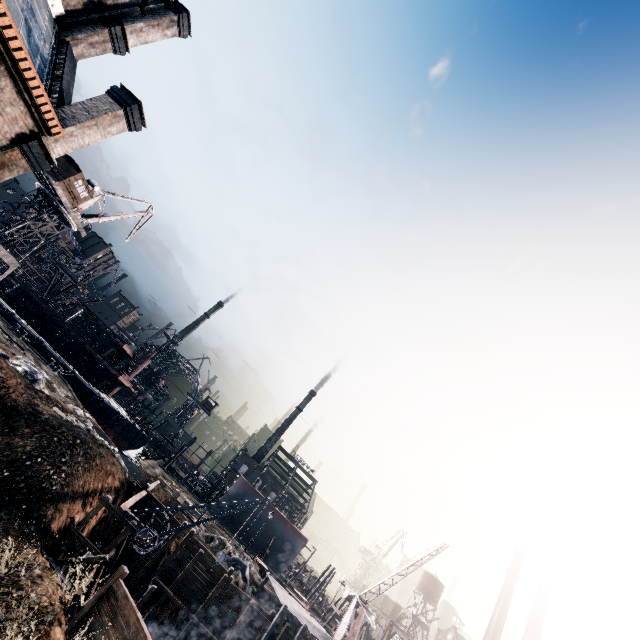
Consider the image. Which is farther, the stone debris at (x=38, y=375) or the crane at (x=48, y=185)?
the crane at (x=48, y=185)

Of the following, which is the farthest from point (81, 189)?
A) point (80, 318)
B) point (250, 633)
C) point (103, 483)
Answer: point (250, 633)

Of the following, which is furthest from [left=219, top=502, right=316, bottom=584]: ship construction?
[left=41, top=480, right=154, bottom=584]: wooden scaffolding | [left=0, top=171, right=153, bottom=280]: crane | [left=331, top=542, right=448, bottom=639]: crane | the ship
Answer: [left=0, top=171, right=153, bottom=280]: crane

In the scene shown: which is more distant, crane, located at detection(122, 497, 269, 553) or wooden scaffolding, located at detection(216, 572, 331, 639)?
wooden scaffolding, located at detection(216, 572, 331, 639)

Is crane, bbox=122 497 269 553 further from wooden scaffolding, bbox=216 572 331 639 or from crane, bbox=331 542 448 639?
crane, bbox=331 542 448 639

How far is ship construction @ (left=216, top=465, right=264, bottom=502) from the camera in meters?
53.7 m

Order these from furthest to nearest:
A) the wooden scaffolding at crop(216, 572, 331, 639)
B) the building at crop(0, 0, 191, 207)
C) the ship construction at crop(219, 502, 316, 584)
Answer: the ship construction at crop(219, 502, 316, 584) → the wooden scaffolding at crop(216, 572, 331, 639) → the building at crop(0, 0, 191, 207)

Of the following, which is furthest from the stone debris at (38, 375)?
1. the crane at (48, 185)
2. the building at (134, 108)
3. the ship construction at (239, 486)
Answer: the ship construction at (239, 486)
